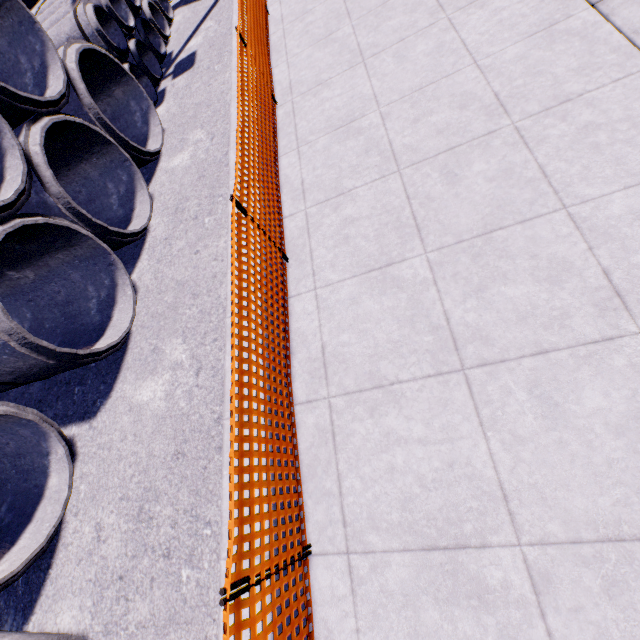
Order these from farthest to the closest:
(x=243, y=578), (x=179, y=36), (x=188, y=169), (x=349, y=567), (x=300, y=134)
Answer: (x=179, y=36), (x=188, y=169), (x=300, y=134), (x=349, y=567), (x=243, y=578)
